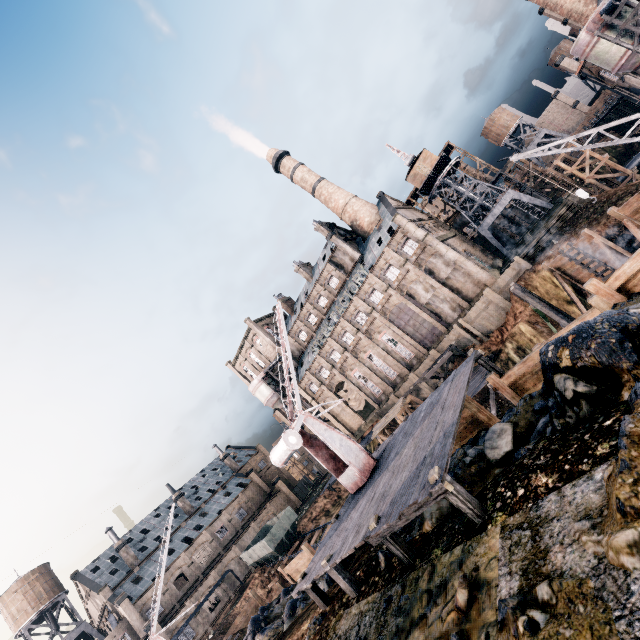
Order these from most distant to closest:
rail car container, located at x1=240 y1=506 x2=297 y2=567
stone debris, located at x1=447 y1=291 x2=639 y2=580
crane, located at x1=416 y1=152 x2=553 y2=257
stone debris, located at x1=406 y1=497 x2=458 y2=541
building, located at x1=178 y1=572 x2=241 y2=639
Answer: crane, located at x1=416 y1=152 x2=553 y2=257
building, located at x1=178 y1=572 x2=241 y2=639
rail car container, located at x1=240 y1=506 x2=297 y2=567
stone debris, located at x1=406 y1=497 x2=458 y2=541
stone debris, located at x1=447 y1=291 x2=639 y2=580

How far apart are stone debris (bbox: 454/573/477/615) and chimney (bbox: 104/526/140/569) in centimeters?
6640cm

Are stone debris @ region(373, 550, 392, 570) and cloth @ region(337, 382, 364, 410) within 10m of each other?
no

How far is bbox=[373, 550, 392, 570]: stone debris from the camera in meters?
10.3

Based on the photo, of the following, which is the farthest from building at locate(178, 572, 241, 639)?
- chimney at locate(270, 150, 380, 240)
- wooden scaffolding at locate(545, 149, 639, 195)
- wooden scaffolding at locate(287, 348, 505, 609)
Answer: wooden scaffolding at locate(545, 149, 639, 195)

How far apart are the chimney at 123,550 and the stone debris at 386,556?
61.1m

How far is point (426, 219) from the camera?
54.0 meters

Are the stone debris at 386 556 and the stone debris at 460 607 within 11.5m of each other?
yes
